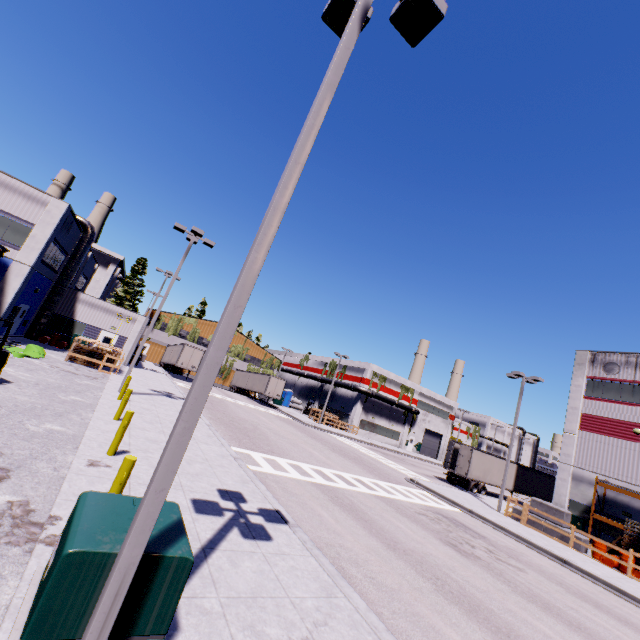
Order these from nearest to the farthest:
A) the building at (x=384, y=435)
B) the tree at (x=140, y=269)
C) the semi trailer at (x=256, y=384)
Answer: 1. the semi trailer at (x=256, y=384)
2. the tree at (x=140, y=269)
3. the building at (x=384, y=435)

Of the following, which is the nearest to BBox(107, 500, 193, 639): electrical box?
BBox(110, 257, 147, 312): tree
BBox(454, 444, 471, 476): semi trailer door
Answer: BBox(454, 444, 471, 476): semi trailer door

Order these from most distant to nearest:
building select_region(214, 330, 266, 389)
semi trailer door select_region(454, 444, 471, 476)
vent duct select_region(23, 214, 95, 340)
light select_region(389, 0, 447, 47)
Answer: building select_region(214, 330, 266, 389) < semi trailer door select_region(454, 444, 471, 476) < vent duct select_region(23, 214, 95, 340) < light select_region(389, 0, 447, 47)

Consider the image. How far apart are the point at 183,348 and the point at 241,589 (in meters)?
36.81

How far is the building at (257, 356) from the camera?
55.91m

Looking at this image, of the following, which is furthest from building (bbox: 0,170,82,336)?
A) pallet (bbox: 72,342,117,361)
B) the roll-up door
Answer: pallet (bbox: 72,342,117,361)

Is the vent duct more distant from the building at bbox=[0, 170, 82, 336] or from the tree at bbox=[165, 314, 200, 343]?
the tree at bbox=[165, 314, 200, 343]

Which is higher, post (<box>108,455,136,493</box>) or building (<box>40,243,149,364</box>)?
building (<box>40,243,149,364</box>)
